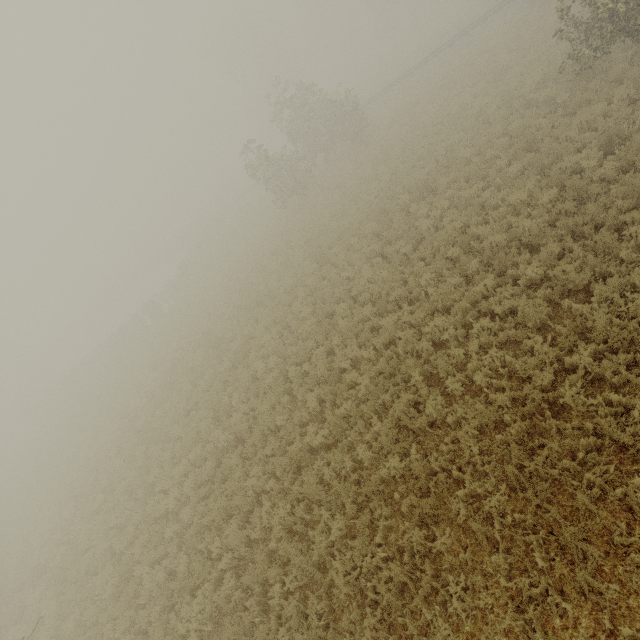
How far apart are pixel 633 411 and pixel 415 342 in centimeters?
467cm
